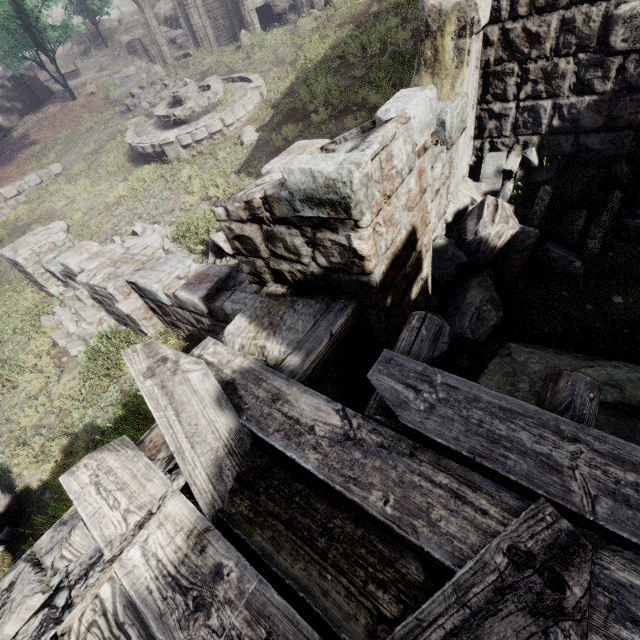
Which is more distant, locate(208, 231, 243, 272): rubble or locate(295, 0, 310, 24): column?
locate(295, 0, 310, 24): column

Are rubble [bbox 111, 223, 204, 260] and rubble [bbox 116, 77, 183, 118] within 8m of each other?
no

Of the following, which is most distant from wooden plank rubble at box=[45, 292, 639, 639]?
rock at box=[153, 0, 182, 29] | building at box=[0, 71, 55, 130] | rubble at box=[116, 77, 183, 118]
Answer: building at box=[0, 71, 55, 130]

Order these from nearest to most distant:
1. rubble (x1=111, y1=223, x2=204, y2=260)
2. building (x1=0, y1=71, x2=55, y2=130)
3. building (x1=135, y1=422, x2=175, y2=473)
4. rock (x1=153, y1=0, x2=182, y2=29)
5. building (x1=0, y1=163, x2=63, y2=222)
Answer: building (x1=135, y1=422, x2=175, y2=473) < rubble (x1=111, y1=223, x2=204, y2=260) < building (x1=0, y1=163, x2=63, y2=222) < building (x1=0, y1=71, x2=55, y2=130) < rock (x1=153, y1=0, x2=182, y2=29)

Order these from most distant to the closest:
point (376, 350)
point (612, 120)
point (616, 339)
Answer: point (612, 120) → point (616, 339) → point (376, 350)

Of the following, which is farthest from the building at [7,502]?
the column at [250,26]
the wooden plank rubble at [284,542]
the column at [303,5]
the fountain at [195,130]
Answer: the column at [250,26]

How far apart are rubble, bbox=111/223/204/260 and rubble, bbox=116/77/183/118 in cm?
1417

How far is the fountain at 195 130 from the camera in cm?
1168
